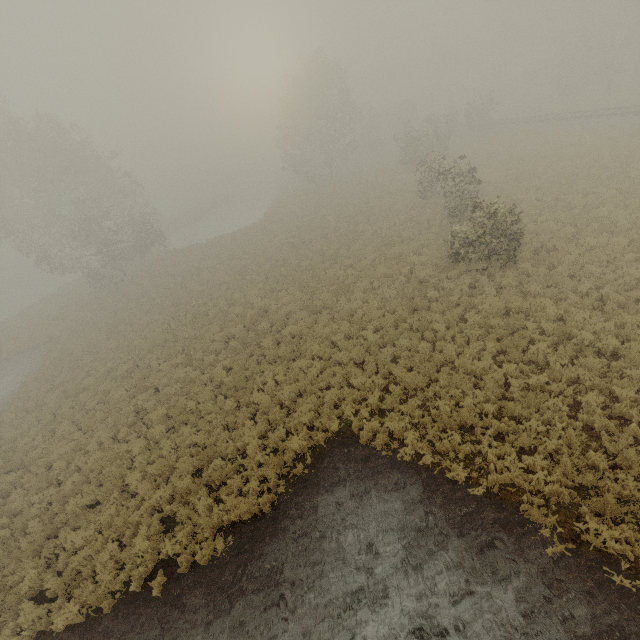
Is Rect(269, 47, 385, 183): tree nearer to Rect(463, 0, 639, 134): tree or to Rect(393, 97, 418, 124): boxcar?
Rect(463, 0, 639, 134): tree

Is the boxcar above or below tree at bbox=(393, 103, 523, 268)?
above

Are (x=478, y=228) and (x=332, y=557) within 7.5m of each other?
no

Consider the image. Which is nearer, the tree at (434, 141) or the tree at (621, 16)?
the tree at (434, 141)

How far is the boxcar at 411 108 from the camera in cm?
5791

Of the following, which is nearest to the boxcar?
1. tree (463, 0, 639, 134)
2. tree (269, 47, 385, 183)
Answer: tree (463, 0, 639, 134)
